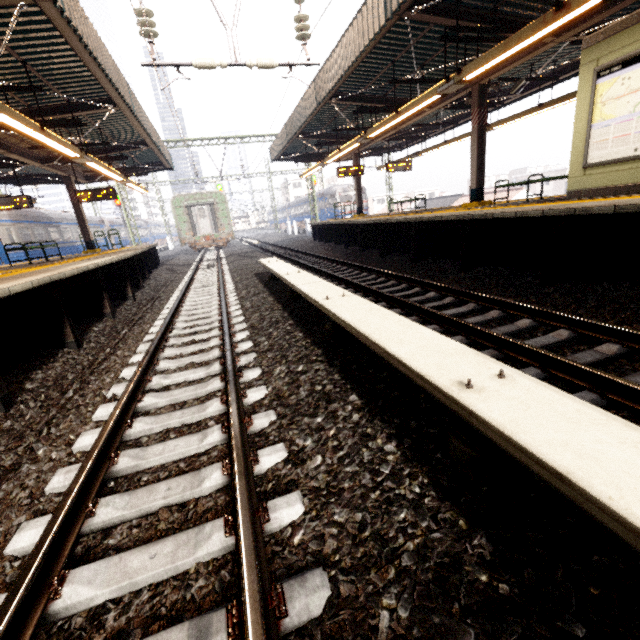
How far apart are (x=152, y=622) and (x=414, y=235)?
9.0m

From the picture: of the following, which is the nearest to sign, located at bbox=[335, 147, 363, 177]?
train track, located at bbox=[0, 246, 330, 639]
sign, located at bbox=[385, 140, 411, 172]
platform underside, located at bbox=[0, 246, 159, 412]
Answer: sign, located at bbox=[385, 140, 411, 172]

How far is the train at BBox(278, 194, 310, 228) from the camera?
42.44m

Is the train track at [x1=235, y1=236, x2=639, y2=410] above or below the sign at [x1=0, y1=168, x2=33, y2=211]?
below

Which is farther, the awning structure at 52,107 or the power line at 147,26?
the power line at 147,26

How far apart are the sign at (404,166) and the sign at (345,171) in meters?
1.3

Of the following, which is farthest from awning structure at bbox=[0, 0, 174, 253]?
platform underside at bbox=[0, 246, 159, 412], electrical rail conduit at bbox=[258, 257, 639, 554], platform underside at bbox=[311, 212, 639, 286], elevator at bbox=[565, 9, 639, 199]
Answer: elevator at bbox=[565, 9, 639, 199]

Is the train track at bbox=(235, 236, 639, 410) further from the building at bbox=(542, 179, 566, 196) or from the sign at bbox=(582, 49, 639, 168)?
the building at bbox=(542, 179, 566, 196)
